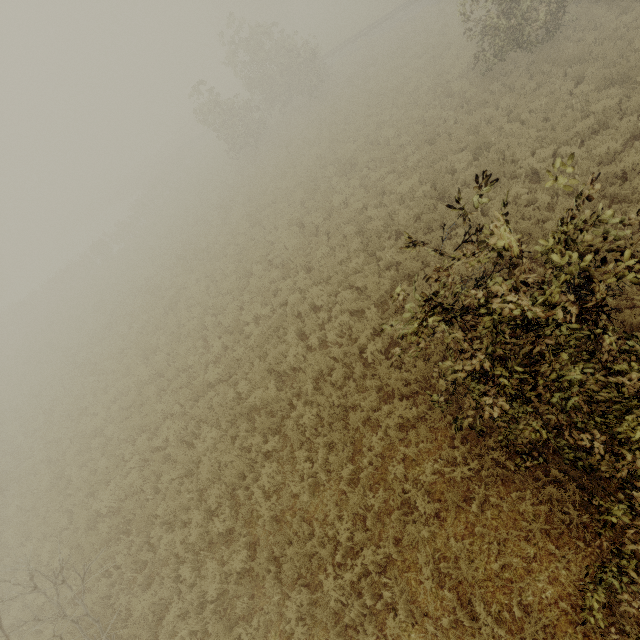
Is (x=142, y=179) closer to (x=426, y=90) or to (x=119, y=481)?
(x=426, y=90)
